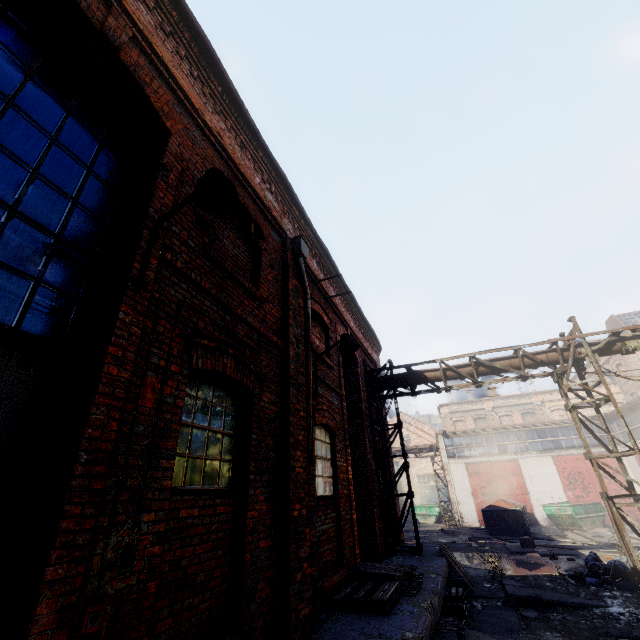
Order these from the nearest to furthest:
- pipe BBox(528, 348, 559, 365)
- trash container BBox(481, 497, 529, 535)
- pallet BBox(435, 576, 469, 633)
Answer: pallet BBox(435, 576, 469, 633)
pipe BBox(528, 348, 559, 365)
trash container BBox(481, 497, 529, 535)

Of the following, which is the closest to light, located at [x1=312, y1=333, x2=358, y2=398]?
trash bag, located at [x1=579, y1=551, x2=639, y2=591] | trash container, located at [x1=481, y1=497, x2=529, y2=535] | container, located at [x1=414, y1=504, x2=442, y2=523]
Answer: trash bag, located at [x1=579, y1=551, x2=639, y2=591]

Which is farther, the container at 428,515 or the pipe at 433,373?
the container at 428,515

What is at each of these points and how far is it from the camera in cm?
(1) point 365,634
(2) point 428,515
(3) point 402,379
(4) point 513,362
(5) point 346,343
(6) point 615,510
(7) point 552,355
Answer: (1) building, 423
(2) container, 2794
(3) pipe, 1137
(4) pipe, 1030
(5) light, 651
(6) scaffolding, 808
(7) pipe, 998

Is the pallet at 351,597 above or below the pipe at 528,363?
below

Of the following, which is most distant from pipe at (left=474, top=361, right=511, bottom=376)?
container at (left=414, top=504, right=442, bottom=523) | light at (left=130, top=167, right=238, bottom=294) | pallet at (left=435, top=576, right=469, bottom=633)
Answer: container at (left=414, top=504, right=442, bottom=523)

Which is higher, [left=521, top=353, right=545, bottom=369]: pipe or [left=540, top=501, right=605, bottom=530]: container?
[left=521, top=353, right=545, bottom=369]: pipe

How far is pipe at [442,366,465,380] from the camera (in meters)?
10.84
